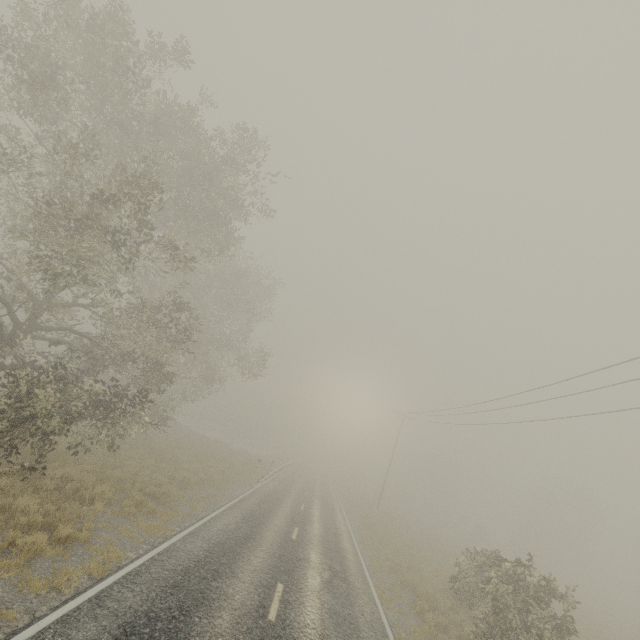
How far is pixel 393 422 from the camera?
47.7 meters

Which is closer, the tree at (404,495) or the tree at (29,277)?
the tree at (29,277)

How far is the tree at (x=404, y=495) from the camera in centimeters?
5803cm

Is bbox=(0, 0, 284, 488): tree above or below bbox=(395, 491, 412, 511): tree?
above

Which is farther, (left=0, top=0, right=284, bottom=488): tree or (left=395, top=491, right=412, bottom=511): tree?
(left=395, top=491, right=412, bottom=511): tree

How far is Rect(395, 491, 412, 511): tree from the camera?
58.0m
